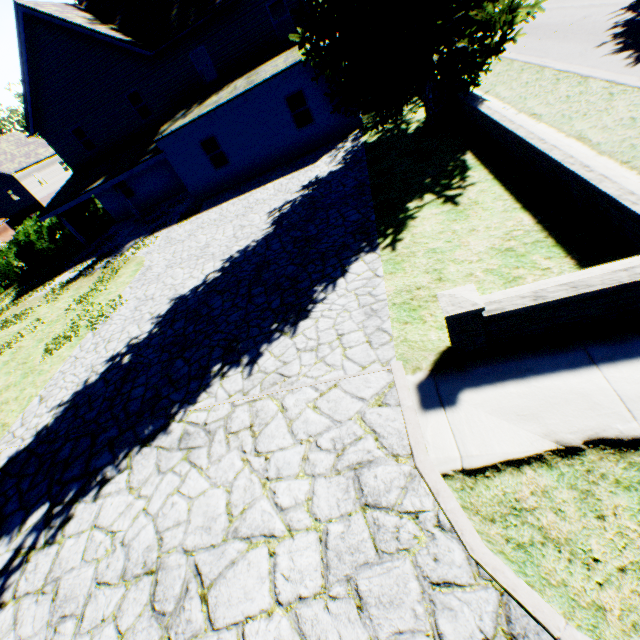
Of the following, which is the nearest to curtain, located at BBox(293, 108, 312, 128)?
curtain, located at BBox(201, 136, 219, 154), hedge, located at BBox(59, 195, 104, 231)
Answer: curtain, located at BBox(201, 136, 219, 154)

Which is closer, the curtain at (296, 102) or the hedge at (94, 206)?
the curtain at (296, 102)

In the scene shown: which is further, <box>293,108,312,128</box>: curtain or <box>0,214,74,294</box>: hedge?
<box>0,214,74,294</box>: hedge

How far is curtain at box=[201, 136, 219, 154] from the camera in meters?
16.8 m

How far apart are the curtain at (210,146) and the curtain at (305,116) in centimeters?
411cm

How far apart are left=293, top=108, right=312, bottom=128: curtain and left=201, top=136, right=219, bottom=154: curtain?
4.1m

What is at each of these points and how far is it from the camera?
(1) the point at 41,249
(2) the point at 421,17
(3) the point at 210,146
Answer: (1) hedge, 27.2 meters
(2) plant, 7.8 meters
(3) curtain, 17.0 meters
